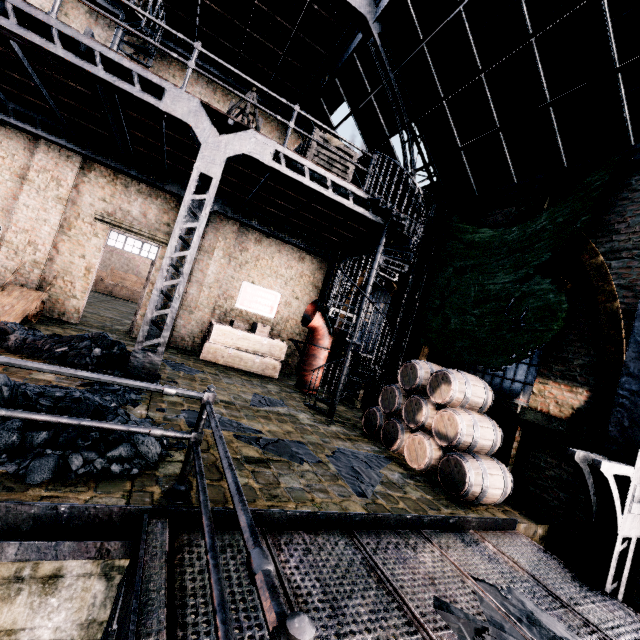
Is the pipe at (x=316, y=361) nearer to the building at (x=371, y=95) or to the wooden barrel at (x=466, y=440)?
the building at (x=371, y=95)

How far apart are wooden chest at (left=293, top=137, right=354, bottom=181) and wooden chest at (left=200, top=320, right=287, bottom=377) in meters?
6.9

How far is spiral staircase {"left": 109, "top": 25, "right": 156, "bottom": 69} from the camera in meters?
9.8 m

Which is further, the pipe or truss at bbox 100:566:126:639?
the pipe

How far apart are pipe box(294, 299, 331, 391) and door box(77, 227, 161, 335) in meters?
6.4

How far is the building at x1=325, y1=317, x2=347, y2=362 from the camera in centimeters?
1444cm

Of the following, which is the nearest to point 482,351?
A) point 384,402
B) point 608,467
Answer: point 384,402

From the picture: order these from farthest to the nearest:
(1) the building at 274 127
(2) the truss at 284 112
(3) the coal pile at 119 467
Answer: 1. (1) the building at 274 127
2. (2) the truss at 284 112
3. (3) the coal pile at 119 467
